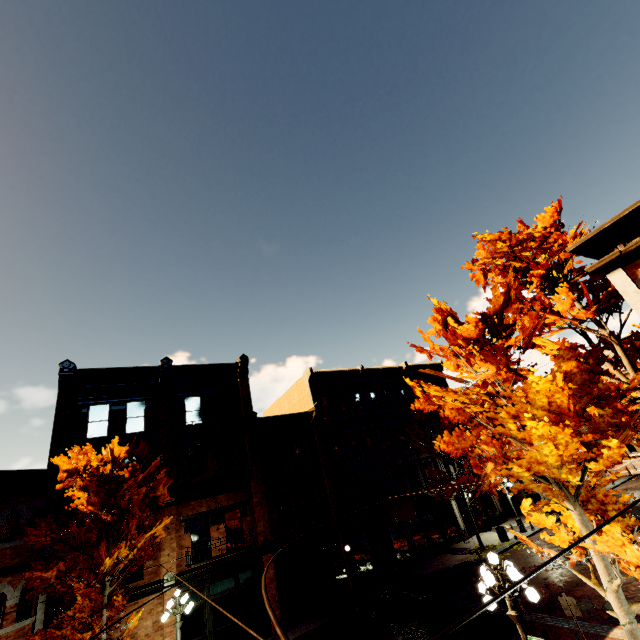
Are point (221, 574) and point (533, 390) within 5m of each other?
no

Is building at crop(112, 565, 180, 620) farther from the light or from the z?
the light

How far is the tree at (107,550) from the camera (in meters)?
11.84

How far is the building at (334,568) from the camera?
18.2m

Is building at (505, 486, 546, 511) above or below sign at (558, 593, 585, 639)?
below

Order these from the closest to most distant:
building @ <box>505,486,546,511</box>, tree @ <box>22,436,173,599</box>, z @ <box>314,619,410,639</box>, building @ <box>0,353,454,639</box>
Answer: tree @ <box>22,436,173,599</box> < z @ <box>314,619,410,639</box> < building @ <box>0,353,454,639</box> < building @ <box>505,486,546,511</box>

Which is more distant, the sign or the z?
the z

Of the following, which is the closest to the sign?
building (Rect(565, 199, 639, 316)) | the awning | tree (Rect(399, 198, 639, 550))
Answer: tree (Rect(399, 198, 639, 550))
